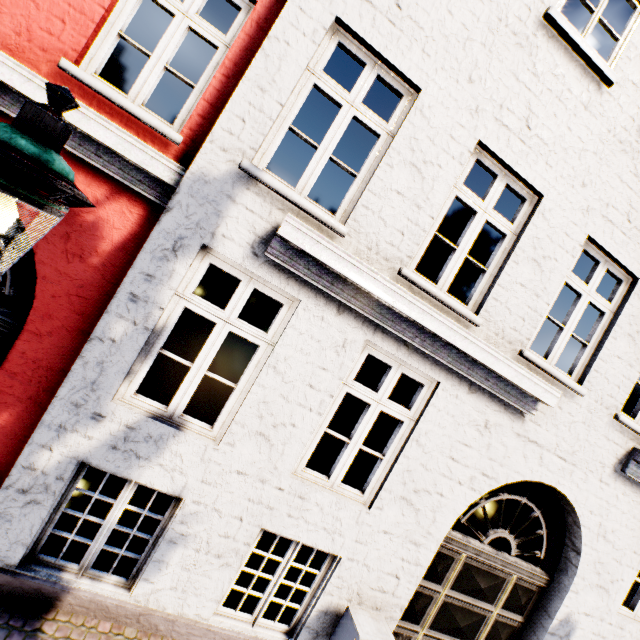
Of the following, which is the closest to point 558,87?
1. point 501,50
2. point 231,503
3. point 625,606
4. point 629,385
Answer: point 501,50

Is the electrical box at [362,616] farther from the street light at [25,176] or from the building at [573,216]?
the building at [573,216]

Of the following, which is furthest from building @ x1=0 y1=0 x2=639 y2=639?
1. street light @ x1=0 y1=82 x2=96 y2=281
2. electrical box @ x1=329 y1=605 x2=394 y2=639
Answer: electrical box @ x1=329 y1=605 x2=394 y2=639

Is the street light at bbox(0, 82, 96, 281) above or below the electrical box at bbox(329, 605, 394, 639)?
above

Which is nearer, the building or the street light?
the street light

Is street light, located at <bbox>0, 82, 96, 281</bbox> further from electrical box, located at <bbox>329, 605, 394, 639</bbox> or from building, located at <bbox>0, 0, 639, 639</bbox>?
building, located at <bbox>0, 0, 639, 639</bbox>
